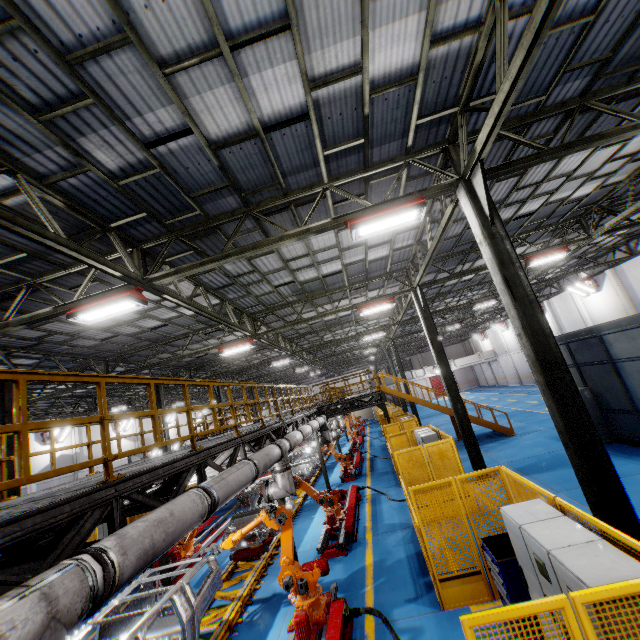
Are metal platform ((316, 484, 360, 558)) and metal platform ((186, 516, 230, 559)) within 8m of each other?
yes

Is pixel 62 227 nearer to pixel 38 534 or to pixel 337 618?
pixel 38 534

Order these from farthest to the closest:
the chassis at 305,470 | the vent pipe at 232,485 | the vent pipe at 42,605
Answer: the chassis at 305,470
the vent pipe at 232,485
the vent pipe at 42,605

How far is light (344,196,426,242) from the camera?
6.6m

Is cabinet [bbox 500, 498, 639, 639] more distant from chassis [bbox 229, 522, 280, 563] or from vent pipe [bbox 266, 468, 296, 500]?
chassis [bbox 229, 522, 280, 563]

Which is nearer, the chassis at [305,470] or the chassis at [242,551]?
the chassis at [242,551]

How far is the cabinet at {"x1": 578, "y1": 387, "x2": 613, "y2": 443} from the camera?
12.8 meters

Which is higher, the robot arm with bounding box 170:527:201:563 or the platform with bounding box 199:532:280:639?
the robot arm with bounding box 170:527:201:563
